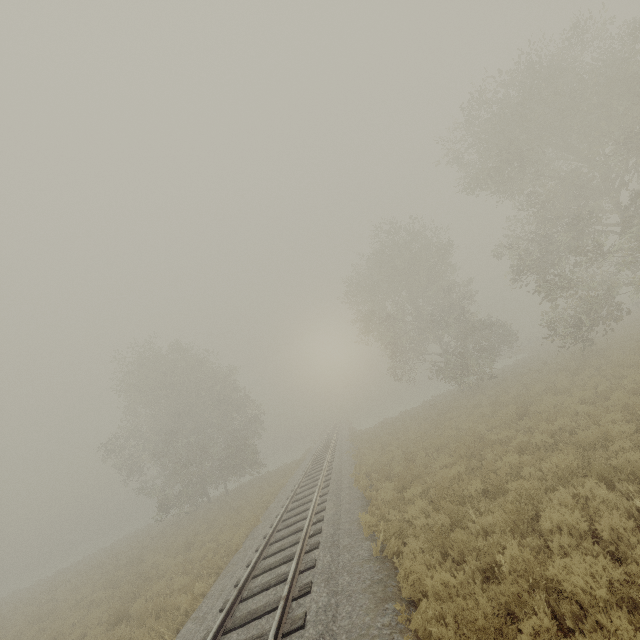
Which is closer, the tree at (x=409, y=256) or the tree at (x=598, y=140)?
the tree at (x=598, y=140)

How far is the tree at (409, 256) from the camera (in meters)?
25.88

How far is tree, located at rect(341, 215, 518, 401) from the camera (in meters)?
25.88

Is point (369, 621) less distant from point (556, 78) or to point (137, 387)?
point (556, 78)

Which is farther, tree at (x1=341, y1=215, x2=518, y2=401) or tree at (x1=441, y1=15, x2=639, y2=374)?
tree at (x1=341, y1=215, x2=518, y2=401)
